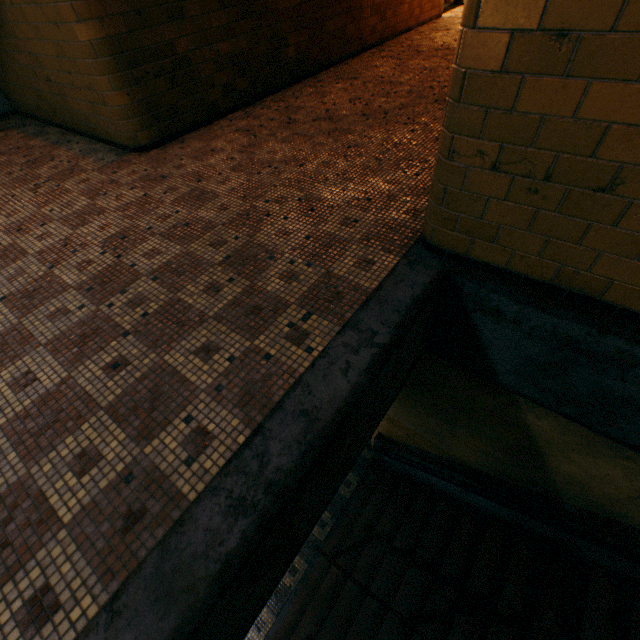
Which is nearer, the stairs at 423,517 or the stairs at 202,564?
the stairs at 202,564

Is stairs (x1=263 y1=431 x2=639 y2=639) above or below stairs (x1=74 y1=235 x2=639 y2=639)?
below

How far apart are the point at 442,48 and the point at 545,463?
7.6m

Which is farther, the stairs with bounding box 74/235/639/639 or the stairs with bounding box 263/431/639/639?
the stairs with bounding box 263/431/639/639

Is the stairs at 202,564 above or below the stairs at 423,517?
above
